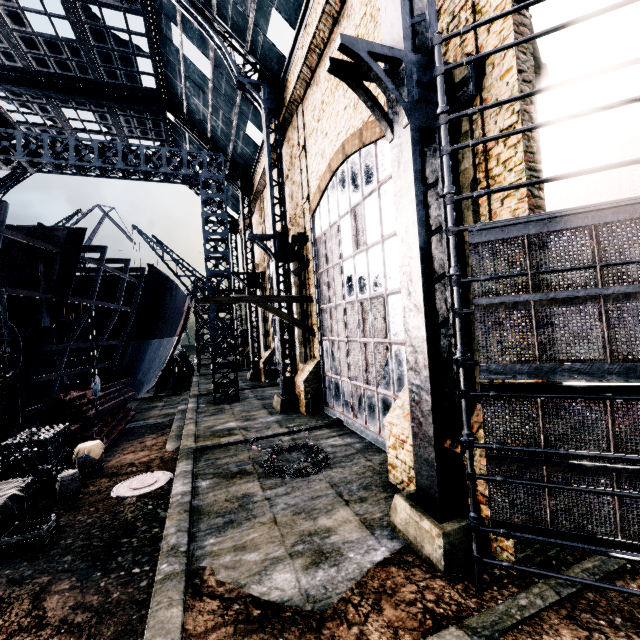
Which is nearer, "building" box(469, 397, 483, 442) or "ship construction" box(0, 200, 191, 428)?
"building" box(469, 397, 483, 442)

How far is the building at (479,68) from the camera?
6.0m

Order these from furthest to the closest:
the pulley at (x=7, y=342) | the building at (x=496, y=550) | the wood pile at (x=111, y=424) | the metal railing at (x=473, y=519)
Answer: the wood pile at (x=111, y=424) → the pulley at (x=7, y=342) → the building at (x=496, y=550) → the metal railing at (x=473, y=519)

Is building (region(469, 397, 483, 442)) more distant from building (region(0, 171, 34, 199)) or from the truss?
the truss

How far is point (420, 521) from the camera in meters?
6.3

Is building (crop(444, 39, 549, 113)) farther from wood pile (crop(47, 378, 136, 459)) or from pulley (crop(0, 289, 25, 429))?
pulley (crop(0, 289, 25, 429))

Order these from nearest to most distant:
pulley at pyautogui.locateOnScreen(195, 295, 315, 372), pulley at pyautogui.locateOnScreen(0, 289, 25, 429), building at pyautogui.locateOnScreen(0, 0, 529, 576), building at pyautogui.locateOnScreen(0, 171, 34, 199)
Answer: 1. building at pyautogui.locateOnScreen(0, 0, 529, 576)
2. pulley at pyautogui.locateOnScreen(0, 289, 25, 429)
3. pulley at pyautogui.locateOnScreen(195, 295, 315, 372)
4. building at pyautogui.locateOnScreen(0, 171, 34, 199)

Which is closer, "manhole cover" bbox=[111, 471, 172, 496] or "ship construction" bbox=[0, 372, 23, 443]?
"manhole cover" bbox=[111, 471, 172, 496]
